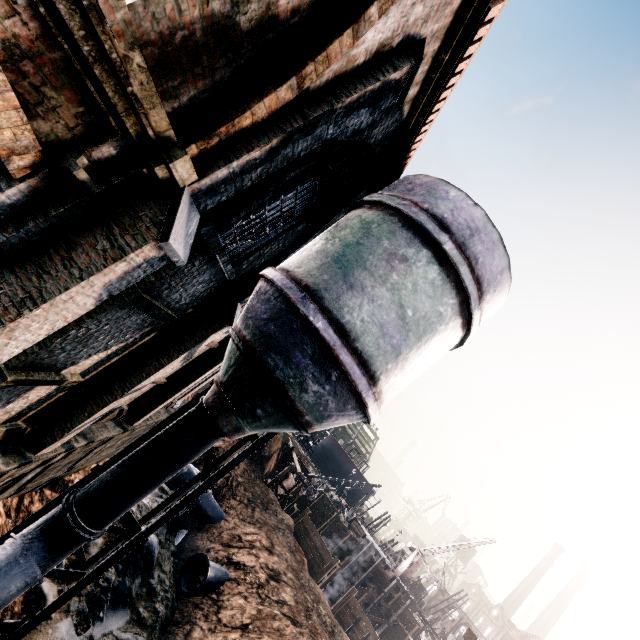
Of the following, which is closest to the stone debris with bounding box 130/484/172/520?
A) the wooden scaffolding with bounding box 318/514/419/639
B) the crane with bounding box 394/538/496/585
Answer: the wooden scaffolding with bounding box 318/514/419/639

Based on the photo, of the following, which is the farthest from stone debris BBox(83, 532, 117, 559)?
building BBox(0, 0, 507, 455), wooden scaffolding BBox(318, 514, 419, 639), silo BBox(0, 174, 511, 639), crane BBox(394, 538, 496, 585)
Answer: crane BBox(394, 538, 496, 585)

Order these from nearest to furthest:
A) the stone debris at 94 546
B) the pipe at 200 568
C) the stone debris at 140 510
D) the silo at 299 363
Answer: the silo at 299 363 → the stone debris at 94 546 → the pipe at 200 568 → the stone debris at 140 510

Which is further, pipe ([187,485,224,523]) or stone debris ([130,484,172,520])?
pipe ([187,485,224,523])

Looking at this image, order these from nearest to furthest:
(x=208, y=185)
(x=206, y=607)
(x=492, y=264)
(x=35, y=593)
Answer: (x=208, y=185) → (x=492, y=264) → (x=35, y=593) → (x=206, y=607)

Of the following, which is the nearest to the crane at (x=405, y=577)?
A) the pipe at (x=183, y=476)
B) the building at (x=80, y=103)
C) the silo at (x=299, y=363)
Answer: the pipe at (x=183, y=476)

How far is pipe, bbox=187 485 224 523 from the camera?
22.64m

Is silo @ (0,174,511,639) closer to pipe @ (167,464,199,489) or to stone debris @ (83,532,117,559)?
stone debris @ (83,532,117,559)
